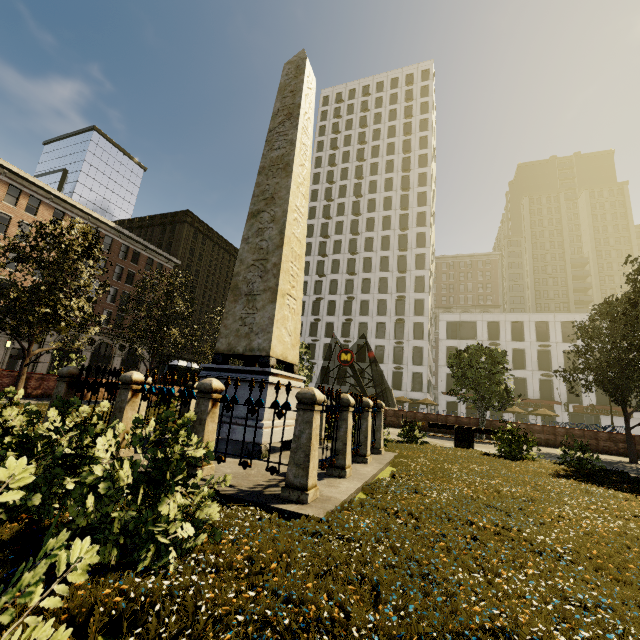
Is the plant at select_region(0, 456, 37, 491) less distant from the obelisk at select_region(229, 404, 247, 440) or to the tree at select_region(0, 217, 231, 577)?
the tree at select_region(0, 217, 231, 577)

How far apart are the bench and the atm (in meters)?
19.71

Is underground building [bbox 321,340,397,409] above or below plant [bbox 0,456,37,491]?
above

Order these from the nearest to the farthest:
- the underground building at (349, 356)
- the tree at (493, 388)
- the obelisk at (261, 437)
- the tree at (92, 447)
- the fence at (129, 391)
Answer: the tree at (92, 447) → the fence at (129, 391) → the obelisk at (261, 437) → the tree at (493, 388) → the underground building at (349, 356)

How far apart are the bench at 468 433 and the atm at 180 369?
19.7 meters

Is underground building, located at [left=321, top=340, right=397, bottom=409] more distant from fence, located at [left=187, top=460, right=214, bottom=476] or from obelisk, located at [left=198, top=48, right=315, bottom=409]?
obelisk, located at [left=198, top=48, right=315, bottom=409]

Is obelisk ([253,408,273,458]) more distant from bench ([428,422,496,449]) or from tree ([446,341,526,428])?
bench ([428,422,496,449])

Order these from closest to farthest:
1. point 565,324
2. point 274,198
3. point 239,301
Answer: point 239,301, point 274,198, point 565,324
